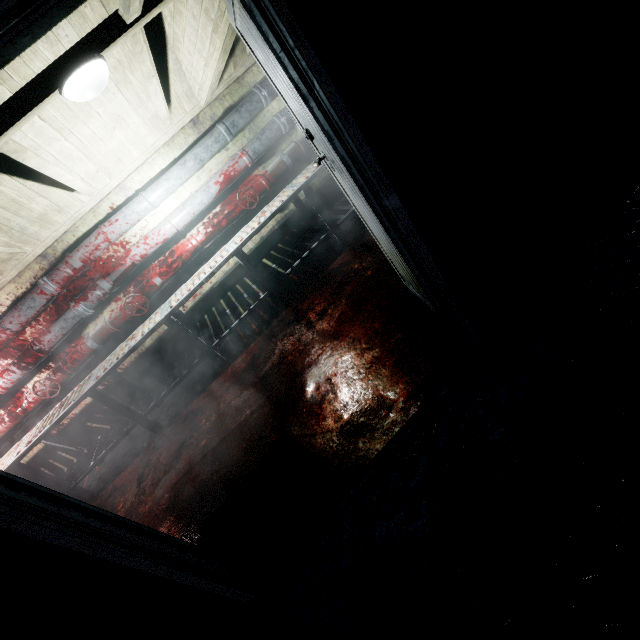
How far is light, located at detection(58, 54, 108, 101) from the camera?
1.7m

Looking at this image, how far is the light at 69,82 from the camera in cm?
174

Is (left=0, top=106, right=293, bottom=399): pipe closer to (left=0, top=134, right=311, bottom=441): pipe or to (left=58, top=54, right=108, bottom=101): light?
(left=0, top=134, right=311, bottom=441): pipe

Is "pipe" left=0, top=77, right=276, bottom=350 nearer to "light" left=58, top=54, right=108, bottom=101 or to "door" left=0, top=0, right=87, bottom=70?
"light" left=58, top=54, right=108, bottom=101

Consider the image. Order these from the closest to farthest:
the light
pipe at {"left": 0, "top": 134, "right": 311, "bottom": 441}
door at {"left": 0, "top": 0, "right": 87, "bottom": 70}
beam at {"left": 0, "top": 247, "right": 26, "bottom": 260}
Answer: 1. door at {"left": 0, "top": 0, "right": 87, "bottom": 70}
2. the light
3. beam at {"left": 0, "top": 247, "right": 26, "bottom": 260}
4. pipe at {"left": 0, "top": 134, "right": 311, "bottom": 441}

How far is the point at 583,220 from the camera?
1.69m

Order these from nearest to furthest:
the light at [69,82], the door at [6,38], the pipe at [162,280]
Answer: the door at [6,38]
the light at [69,82]
the pipe at [162,280]

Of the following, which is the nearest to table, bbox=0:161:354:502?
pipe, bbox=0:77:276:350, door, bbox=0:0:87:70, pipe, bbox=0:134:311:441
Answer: pipe, bbox=0:134:311:441
